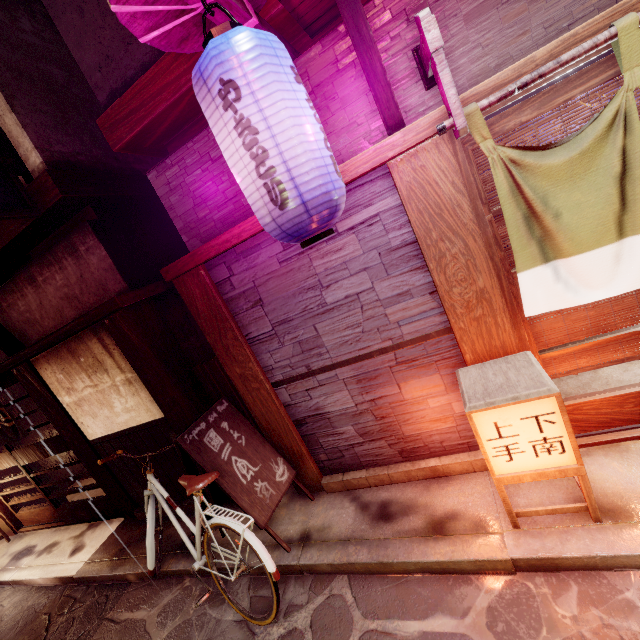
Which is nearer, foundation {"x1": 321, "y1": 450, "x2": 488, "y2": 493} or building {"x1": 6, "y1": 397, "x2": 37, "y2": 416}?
Result: foundation {"x1": 321, "y1": 450, "x2": 488, "y2": 493}

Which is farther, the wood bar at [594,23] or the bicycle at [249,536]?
the bicycle at [249,536]

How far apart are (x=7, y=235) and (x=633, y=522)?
11.7m

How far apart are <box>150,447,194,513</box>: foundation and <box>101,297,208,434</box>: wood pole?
0.01m

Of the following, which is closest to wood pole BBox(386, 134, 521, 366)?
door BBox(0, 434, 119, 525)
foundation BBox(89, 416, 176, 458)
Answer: foundation BBox(89, 416, 176, 458)

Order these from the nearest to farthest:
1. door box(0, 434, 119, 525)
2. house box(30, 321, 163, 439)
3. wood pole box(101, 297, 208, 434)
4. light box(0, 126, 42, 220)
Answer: light box(0, 126, 42, 220)
wood pole box(101, 297, 208, 434)
house box(30, 321, 163, 439)
door box(0, 434, 119, 525)

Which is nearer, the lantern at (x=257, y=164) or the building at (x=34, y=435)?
the lantern at (x=257, y=164)

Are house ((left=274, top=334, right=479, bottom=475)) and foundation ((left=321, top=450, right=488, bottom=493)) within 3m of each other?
yes
